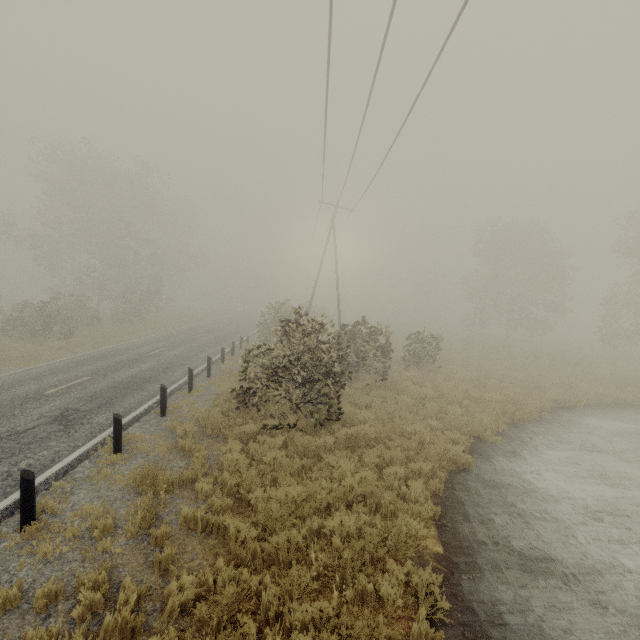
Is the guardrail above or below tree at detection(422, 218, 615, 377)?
below

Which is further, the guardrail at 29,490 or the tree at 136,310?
the tree at 136,310

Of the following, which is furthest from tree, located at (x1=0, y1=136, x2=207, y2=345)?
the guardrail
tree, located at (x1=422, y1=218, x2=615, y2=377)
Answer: tree, located at (x1=422, y1=218, x2=615, y2=377)

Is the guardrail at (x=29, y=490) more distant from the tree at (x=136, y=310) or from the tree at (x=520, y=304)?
the tree at (x=520, y=304)

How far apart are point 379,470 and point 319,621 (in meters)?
4.31

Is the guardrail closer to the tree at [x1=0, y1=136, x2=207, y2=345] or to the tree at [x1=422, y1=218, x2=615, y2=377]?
the tree at [x1=0, y1=136, x2=207, y2=345]

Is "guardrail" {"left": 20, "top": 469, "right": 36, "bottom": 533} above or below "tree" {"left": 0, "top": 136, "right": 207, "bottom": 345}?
below
